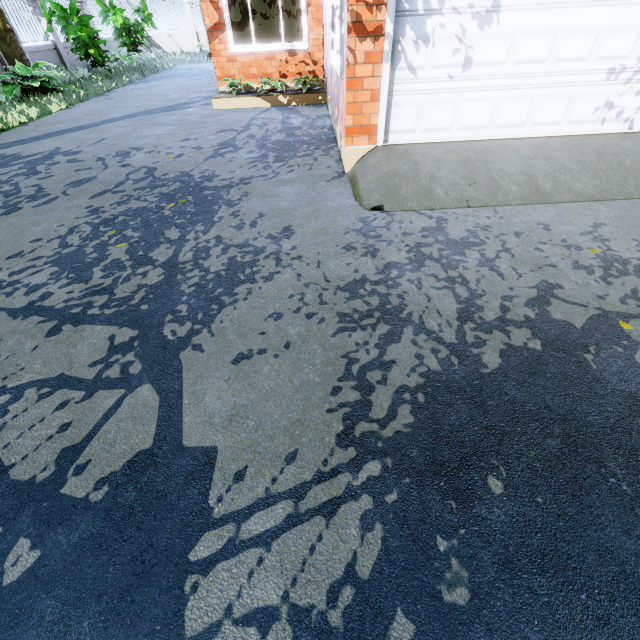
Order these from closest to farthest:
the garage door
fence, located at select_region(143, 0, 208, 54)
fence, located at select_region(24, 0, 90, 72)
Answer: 1. the garage door
2. fence, located at select_region(24, 0, 90, 72)
3. fence, located at select_region(143, 0, 208, 54)

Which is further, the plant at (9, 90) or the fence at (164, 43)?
the fence at (164, 43)

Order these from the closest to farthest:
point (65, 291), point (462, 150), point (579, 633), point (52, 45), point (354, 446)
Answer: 1. point (579, 633)
2. point (354, 446)
3. point (65, 291)
4. point (462, 150)
5. point (52, 45)

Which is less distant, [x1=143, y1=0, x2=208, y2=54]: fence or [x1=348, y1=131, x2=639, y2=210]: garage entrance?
[x1=348, y1=131, x2=639, y2=210]: garage entrance

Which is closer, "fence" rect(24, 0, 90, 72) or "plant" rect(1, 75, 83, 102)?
"plant" rect(1, 75, 83, 102)

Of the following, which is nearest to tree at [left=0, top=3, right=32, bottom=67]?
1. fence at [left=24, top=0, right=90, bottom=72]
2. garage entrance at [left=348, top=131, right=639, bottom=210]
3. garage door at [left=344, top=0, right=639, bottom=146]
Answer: garage door at [left=344, top=0, right=639, bottom=146]

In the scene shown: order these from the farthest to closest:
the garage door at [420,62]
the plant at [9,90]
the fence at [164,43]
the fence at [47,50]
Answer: the fence at [164,43] < the fence at [47,50] < the plant at [9,90] < the garage door at [420,62]

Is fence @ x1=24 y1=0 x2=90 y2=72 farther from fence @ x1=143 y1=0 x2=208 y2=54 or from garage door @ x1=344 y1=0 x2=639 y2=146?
garage door @ x1=344 y1=0 x2=639 y2=146
